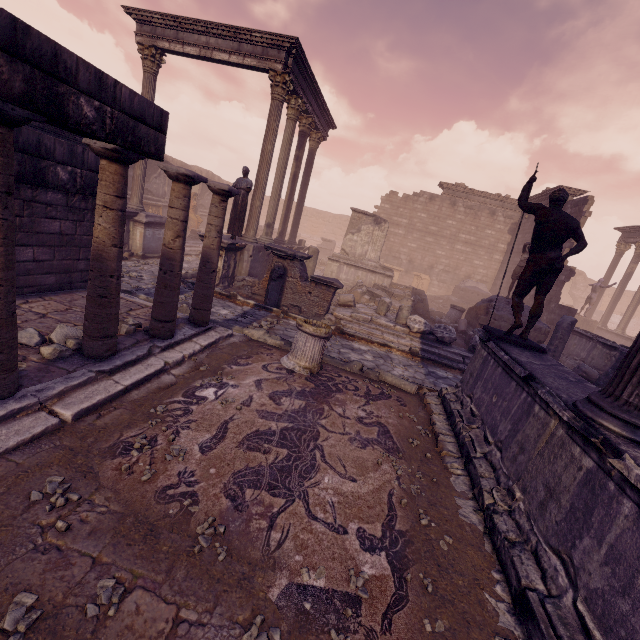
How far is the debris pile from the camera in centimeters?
1415cm

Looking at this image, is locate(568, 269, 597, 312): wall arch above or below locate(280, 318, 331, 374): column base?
above

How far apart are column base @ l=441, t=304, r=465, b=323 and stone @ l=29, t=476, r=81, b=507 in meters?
13.9

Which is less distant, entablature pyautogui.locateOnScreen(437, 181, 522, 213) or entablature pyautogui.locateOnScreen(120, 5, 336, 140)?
entablature pyautogui.locateOnScreen(120, 5, 336, 140)

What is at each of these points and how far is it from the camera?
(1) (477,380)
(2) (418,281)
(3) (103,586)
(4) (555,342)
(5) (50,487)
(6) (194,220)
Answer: (1) building, 5.4m
(2) relief sculpture, 23.7m
(3) stone, 2.0m
(4) building debris, 9.6m
(5) stone, 2.5m
(6) sculpture, 20.9m

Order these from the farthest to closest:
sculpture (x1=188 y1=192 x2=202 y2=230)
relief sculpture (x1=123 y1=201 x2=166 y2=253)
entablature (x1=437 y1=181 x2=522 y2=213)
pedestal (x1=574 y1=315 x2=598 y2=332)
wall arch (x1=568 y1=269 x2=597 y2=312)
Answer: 1. wall arch (x1=568 y1=269 x2=597 y2=312)
2. entablature (x1=437 y1=181 x2=522 y2=213)
3. sculpture (x1=188 y1=192 x2=202 y2=230)
4. pedestal (x1=574 y1=315 x2=598 y2=332)
5. relief sculpture (x1=123 y1=201 x2=166 y2=253)

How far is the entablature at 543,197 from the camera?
16.5 meters

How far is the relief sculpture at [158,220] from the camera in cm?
1220
